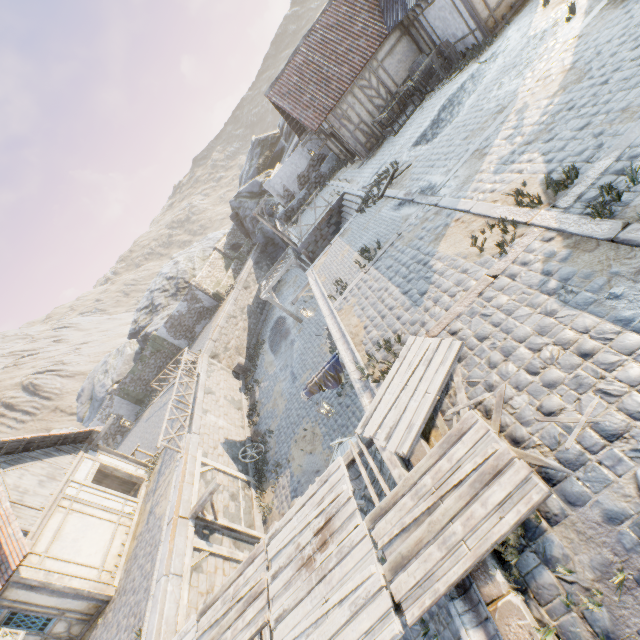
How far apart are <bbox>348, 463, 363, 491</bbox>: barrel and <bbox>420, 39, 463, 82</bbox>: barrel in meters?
15.3 m

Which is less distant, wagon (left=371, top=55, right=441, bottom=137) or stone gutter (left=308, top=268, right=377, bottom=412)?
stone gutter (left=308, top=268, right=377, bottom=412)

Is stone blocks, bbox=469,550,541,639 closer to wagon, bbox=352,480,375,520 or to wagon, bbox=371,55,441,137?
wagon, bbox=352,480,375,520

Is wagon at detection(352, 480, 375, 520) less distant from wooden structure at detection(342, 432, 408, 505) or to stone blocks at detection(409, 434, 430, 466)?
wooden structure at detection(342, 432, 408, 505)

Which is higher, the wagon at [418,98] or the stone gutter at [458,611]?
the wagon at [418,98]

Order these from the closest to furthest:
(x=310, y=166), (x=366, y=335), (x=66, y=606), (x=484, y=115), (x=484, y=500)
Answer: (x=484, y=500)
(x=366, y=335)
(x=484, y=115)
(x=66, y=606)
(x=310, y=166)

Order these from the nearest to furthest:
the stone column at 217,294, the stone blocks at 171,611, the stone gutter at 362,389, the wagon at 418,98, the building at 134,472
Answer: the stone gutter at 362,389
the stone blocks at 171,611
the building at 134,472
the wagon at 418,98
the stone column at 217,294

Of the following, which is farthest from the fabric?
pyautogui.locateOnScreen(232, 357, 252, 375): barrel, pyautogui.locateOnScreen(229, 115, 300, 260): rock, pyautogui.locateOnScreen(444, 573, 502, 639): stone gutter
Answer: pyautogui.locateOnScreen(229, 115, 300, 260): rock
